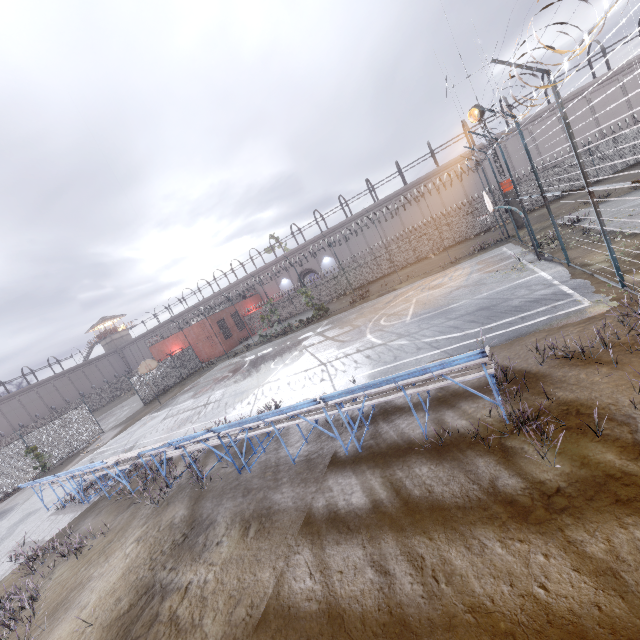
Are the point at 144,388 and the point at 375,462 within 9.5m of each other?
no

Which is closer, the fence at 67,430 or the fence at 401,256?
the fence at 67,430

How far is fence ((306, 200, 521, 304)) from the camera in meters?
30.6

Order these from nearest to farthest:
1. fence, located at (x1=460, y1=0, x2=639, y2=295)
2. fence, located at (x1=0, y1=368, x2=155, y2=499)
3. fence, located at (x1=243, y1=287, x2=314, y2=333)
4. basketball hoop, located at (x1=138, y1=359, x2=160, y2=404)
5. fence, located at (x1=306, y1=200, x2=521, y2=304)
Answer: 1. fence, located at (x1=460, y1=0, x2=639, y2=295)
2. fence, located at (x1=0, y1=368, x2=155, y2=499)
3. basketball hoop, located at (x1=138, y1=359, x2=160, y2=404)
4. fence, located at (x1=306, y1=200, x2=521, y2=304)
5. fence, located at (x1=243, y1=287, x2=314, y2=333)

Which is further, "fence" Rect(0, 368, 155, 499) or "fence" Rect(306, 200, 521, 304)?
"fence" Rect(306, 200, 521, 304)

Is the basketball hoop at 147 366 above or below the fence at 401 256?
above
